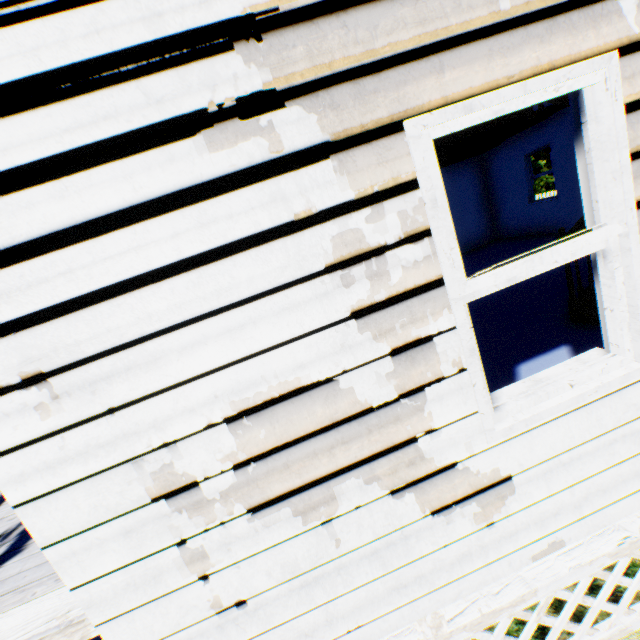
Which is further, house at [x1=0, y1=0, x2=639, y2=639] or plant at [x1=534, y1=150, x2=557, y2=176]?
plant at [x1=534, y1=150, x2=557, y2=176]

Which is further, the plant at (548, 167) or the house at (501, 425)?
the plant at (548, 167)

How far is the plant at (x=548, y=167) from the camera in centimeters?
1754cm

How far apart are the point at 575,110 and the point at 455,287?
1.16m

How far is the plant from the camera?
17.5 meters
